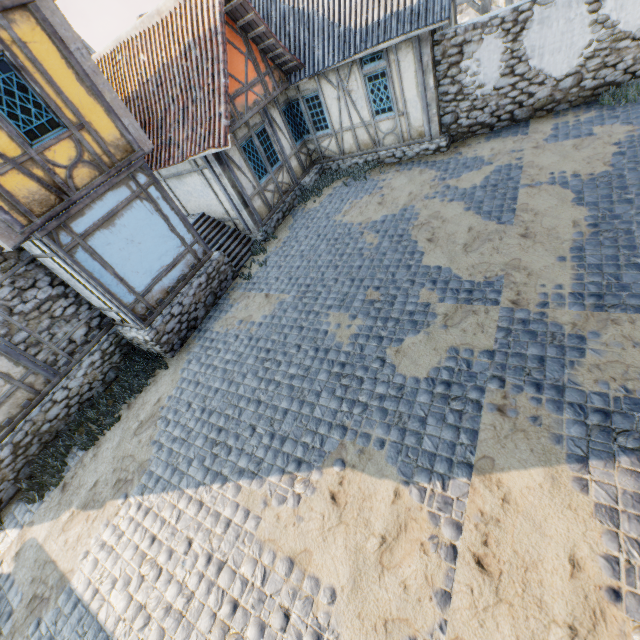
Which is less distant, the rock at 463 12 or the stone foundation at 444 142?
the stone foundation at 444 142

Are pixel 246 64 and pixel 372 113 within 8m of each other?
yes

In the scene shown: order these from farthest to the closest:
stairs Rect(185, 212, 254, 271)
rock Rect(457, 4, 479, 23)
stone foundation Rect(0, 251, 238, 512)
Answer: rock Rect(457, 4, 479, 23)
stairs Rect(185, 212, 254, 271)
stone foundation Rect(0, 251, 238, 512)

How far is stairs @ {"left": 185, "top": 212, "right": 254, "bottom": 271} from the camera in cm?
1079

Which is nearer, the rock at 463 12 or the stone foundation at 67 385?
Answer: the stone foundation at 67 385

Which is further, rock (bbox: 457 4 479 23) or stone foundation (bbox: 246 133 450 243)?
rock (bbox: 457 4 479 23)

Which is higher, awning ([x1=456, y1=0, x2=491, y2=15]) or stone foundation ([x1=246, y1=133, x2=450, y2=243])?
awning ([x1=456, y1=0, x2=491, y2=15])

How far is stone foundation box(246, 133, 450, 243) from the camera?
10.83m
